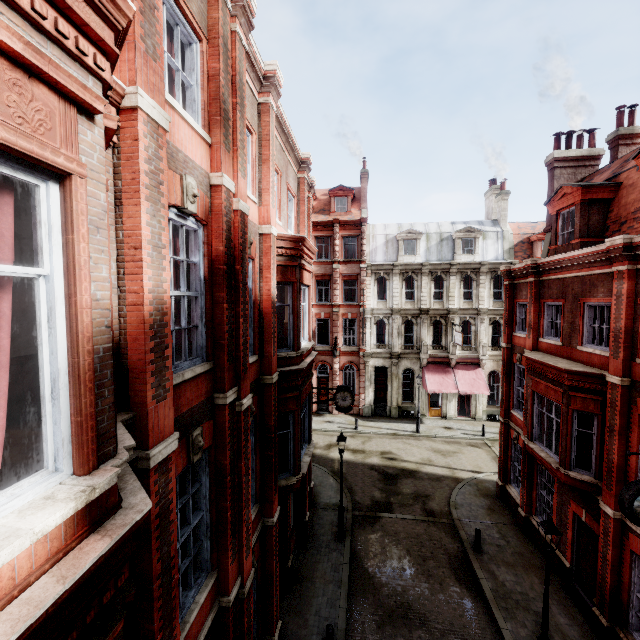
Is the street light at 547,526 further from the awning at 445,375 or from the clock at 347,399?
the awning at 445,375

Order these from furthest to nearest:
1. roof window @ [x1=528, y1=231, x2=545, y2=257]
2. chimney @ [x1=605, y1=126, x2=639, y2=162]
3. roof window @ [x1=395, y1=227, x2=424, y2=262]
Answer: roof window @ [x1=395, y1=227, x2=424, y2=262] → roof window @ [x1=528, y1=231, x2=545, y2=257] → chimney @ [x1=605, y1=126, x2=639, y2=162]

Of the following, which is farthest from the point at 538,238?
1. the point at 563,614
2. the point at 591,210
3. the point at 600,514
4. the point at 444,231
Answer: the point at 563,614

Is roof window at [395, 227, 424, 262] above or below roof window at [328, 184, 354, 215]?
below

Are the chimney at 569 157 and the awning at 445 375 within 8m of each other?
no

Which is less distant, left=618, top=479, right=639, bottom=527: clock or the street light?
left=618, top=479, right=639, bottom=527: clock

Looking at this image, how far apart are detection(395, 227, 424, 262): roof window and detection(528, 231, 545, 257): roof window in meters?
9.3

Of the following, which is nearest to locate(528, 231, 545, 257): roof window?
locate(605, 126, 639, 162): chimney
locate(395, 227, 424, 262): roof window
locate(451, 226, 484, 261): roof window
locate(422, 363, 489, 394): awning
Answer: locate(451, 226, 484, 261): roof window
